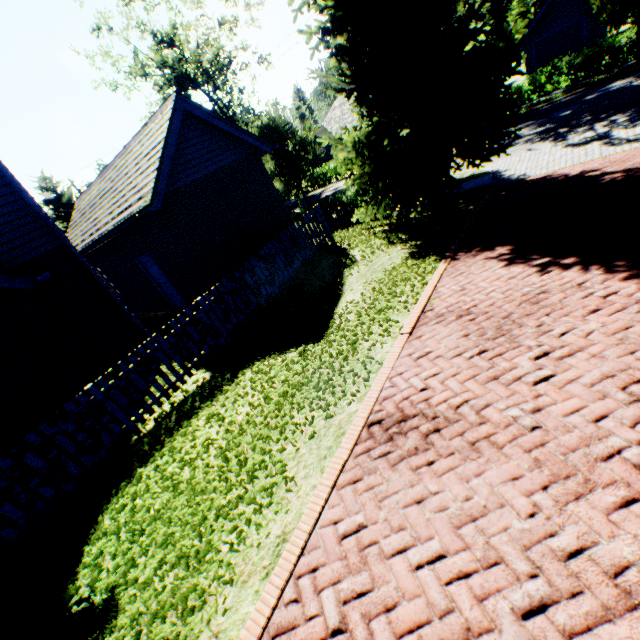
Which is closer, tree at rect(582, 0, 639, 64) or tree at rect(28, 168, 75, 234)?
tree at rect(582, 0, 639, 64)

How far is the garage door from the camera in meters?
25.5

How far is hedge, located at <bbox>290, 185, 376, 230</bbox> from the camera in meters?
14.8 m

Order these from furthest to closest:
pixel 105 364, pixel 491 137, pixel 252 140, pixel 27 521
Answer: pixel 252 140 < pixel 491 137 < pixel 105 364 < pixel 27 521

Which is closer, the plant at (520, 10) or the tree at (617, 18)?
the tree at (617, 18)

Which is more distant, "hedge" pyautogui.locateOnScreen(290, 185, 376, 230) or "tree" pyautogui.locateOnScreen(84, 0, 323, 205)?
"tree" pyautogui.locateOnScreen(84, 0, 323, 205)

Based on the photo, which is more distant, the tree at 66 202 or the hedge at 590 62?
the tree at 66 202

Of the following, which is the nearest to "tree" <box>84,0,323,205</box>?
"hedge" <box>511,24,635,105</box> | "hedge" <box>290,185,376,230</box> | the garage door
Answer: → "hedge" <box>290,185,376,230</box>
